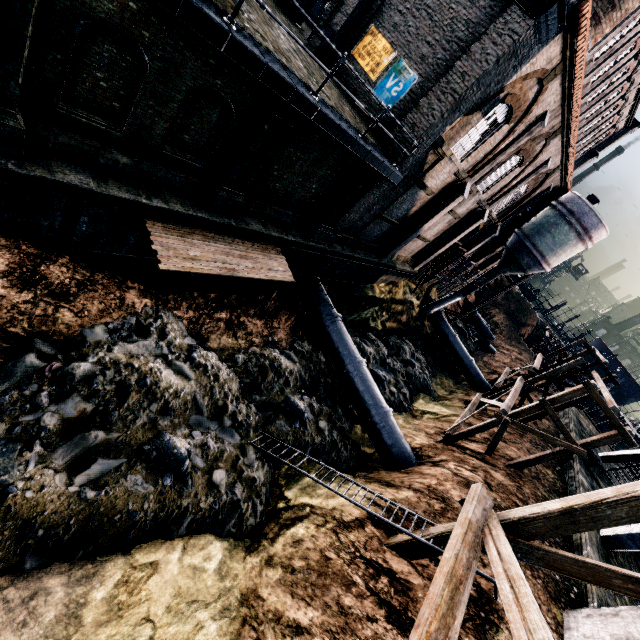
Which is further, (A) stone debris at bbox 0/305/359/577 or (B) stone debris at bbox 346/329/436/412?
(B) stone debris at bbox 346/329/436/412

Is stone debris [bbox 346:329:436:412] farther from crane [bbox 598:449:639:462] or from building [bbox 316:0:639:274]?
crane [bbox 598:449:639:462]

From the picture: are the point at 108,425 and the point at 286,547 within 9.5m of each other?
yes

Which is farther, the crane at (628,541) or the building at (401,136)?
the building at (401,136)

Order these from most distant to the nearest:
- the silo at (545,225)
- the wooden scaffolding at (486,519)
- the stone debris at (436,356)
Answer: the stone debris at (436,356), the silo at (545,225), the wooden scaffolding at (486,519)

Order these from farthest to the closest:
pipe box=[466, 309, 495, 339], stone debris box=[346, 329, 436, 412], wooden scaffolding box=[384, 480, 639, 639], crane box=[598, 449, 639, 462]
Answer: pipe box=[466, 309, 495, 339], stone debris box=[346, 329, 436, 412], crane box=[598, 449, 639, 462], wooden scaffolding box=[384, 480, 639, 639]

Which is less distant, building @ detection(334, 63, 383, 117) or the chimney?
building @ detection(334, 63, 383, 117)

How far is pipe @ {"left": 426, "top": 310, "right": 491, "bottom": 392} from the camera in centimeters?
3219cm
